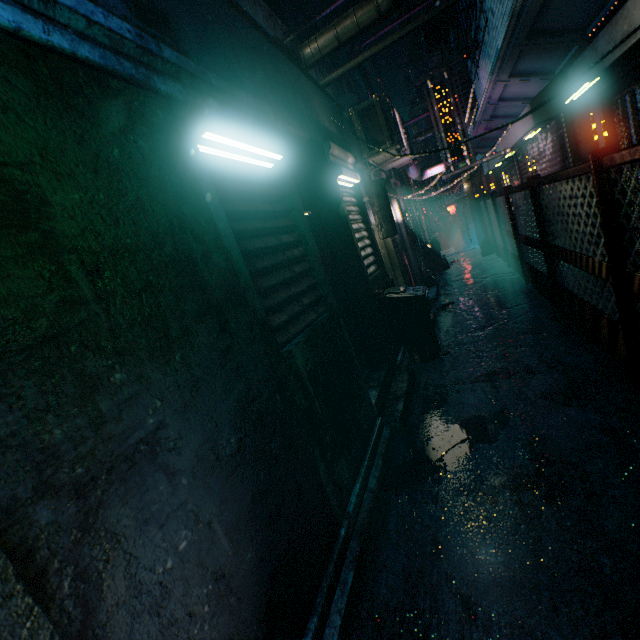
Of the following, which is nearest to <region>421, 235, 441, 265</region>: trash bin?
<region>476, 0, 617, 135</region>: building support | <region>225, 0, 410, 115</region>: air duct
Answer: <region>476, 0, 617, 135</region>: building support

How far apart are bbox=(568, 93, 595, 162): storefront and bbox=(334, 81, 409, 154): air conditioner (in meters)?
1.84

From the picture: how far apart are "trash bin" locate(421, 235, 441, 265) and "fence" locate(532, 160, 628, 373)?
6.79m

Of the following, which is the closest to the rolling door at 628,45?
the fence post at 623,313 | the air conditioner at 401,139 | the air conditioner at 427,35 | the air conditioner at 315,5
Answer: the fence post at 623,313

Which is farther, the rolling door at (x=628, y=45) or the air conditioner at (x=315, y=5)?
the air conditioner at (x=315, y=5)

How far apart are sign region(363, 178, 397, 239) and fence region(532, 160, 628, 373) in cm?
173

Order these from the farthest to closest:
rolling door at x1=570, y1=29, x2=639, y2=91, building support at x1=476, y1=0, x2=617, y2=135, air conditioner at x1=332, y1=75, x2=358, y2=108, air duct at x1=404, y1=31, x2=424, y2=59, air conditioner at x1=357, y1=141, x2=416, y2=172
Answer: air conditioner at x1=332, y1=75, x2=358, y2=108 → air duct at x1=404, y1=31, x2=424, y2=59 → air conditioner at x1=357, y1=141, x2=416, y2=172 → building support at x1=476, y1=0, x2=617, y2=135 → rolling door at x1=570, y1=29, x2=639, y2=91

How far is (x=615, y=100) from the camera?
3.35m
